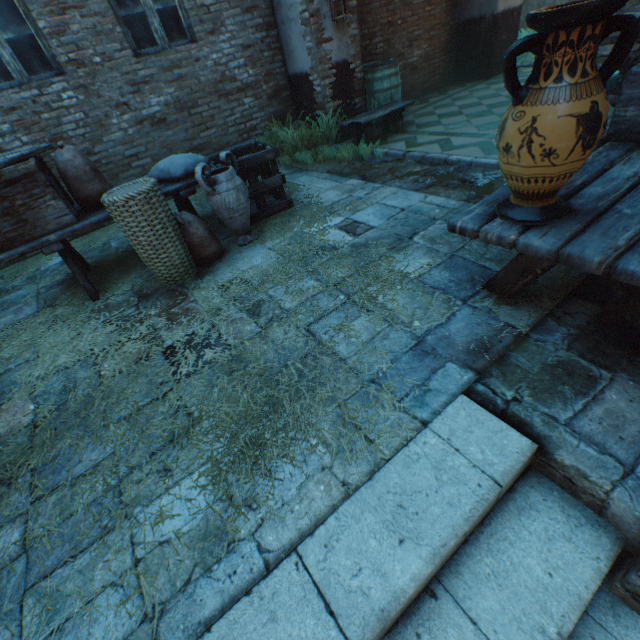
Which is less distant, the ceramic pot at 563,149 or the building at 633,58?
the ceramic pot at 563,149

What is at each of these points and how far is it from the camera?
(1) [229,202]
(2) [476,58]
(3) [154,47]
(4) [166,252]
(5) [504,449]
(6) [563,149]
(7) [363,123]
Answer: (1) ceramic pot, 3.32m
(2) building, 7.86m
(3) building, 4.92m
(4) wicker basket, 3.04m
(5) stairs, 1.48m
(6) ceramic pot, 1.28m
(7) table, 5.28m

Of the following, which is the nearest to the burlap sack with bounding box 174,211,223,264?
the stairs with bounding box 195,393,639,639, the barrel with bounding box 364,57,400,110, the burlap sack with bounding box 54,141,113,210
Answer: the burlap sack with bounding box 54,141,113,210

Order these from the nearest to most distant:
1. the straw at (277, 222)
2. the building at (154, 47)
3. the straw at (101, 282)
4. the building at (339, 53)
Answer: the straw at (101, 282) → the straw at (277, 222) → the building at (154, 47) → the building at (339, 53)

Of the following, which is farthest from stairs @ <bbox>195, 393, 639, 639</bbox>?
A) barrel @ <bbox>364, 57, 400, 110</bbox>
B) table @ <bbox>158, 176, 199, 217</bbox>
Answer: barrel @ <bbox>364, 57, 400, 110</bbox>

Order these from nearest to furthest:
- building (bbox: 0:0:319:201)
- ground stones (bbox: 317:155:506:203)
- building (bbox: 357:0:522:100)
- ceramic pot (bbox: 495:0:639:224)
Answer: ceramic pot (bbox: 495:0:639:224) → ground stones (bbox: 317:155:506:203) → building (bbox: 0:0:319:201) → building (bbox: 357:0:522:100)

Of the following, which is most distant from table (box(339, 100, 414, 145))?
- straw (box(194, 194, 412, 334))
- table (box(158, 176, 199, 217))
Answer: table (box(158, 176, 199, 217))

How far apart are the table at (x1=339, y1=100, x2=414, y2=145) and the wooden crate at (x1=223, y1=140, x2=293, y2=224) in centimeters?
189cm
